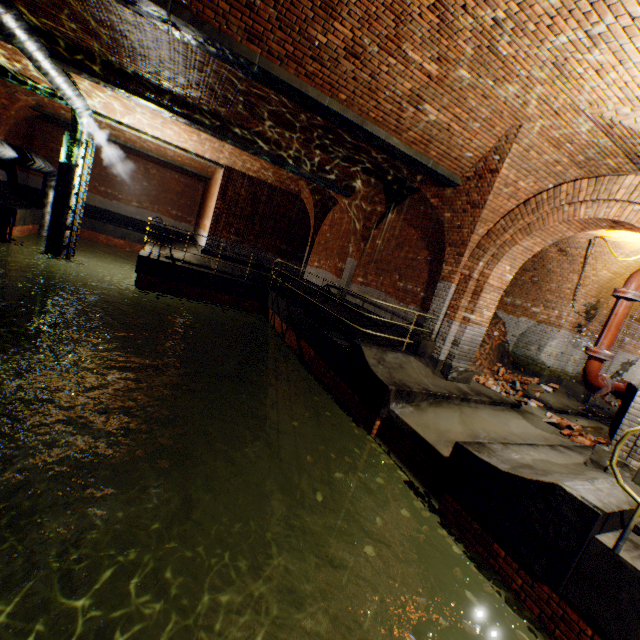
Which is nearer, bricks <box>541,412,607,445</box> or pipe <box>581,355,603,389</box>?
pipe <box>581,355,603,389</box>

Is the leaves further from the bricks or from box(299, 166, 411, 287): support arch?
box(299, 166, 411, 287): support arch

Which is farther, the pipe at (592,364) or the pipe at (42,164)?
the pipe at (42,164)

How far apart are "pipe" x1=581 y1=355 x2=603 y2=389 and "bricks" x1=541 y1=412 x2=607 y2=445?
2.04m

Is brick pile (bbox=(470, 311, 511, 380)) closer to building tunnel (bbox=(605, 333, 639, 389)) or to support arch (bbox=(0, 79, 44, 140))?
building tunnel (bbox=(605, 333, 639, 389))

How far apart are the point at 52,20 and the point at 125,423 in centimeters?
1036cm

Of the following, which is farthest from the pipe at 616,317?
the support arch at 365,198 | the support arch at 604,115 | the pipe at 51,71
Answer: the pipe at 51,71

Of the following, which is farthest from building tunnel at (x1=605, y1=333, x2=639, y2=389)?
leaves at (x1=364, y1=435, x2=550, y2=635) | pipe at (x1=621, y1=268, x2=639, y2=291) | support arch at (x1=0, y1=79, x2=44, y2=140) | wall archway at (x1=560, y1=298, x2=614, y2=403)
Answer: support arch at (x1=0, y1=79, x2=44, y2=140)
